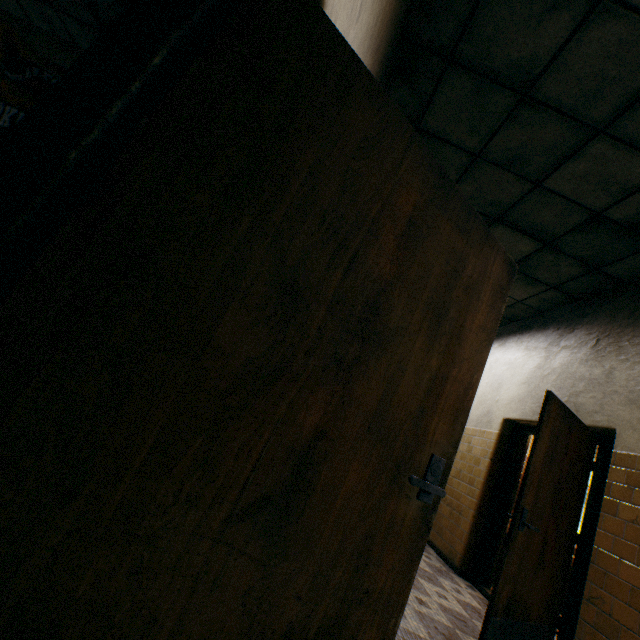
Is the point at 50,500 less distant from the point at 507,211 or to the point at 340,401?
the point at 340,401

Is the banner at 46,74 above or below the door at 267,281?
above

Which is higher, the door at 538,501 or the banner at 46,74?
the banner at 46,74

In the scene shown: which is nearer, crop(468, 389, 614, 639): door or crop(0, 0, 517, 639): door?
crop(0, 0, 517, 639): door

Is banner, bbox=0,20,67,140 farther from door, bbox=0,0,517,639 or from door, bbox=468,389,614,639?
door, bbox=468,389,614,639

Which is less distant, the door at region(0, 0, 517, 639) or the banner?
the door at region(0, 0, 517, 639)
